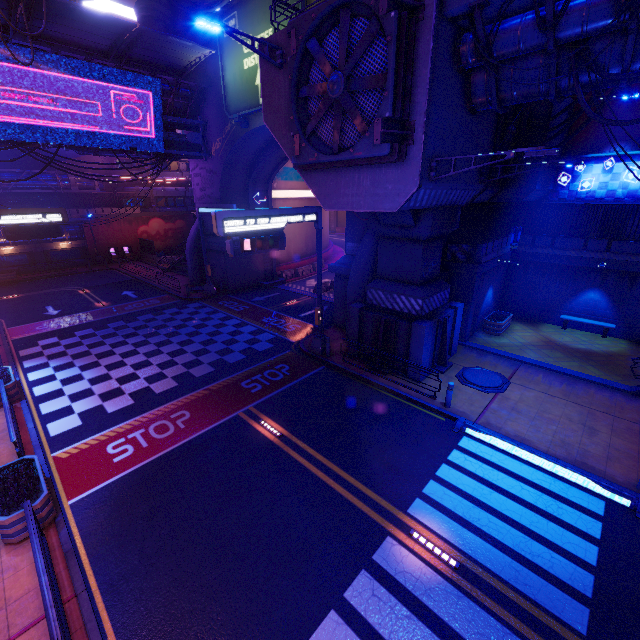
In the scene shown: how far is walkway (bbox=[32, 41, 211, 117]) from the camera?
17.40m

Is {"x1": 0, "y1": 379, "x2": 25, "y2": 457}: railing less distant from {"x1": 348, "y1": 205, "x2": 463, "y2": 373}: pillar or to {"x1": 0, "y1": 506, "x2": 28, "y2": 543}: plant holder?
{"x1": 0, "y1": 506, "x2": 28, "y2": 543}: plant holder

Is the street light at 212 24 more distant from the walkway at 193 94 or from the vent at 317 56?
the walkway at 193 94

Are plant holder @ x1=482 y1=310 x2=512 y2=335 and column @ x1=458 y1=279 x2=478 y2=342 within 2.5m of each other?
yes

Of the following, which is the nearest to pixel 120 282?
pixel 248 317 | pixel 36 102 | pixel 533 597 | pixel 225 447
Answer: pixel 36 102

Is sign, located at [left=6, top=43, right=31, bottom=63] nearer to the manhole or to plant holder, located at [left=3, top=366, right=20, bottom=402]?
plant holder, located at [left=3, top=366, right=20, bottom=402]

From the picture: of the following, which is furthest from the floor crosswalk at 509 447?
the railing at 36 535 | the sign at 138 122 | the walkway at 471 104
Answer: the sign at 138 122

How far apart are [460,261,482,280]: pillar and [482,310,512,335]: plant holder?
3.0 meters
